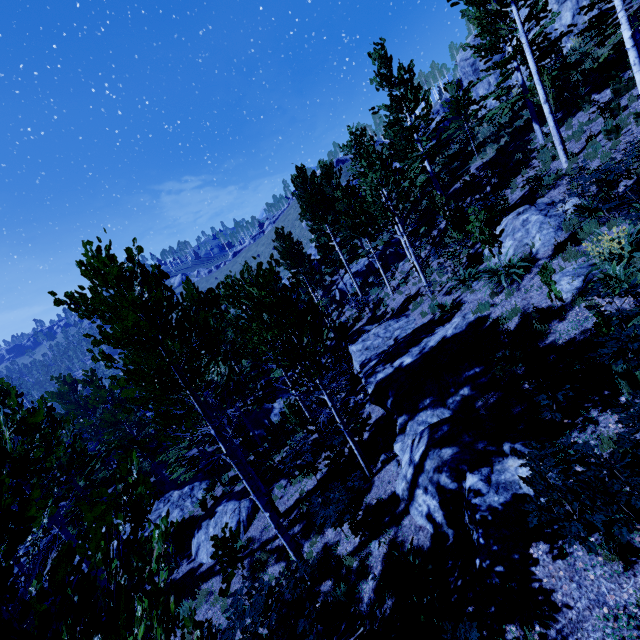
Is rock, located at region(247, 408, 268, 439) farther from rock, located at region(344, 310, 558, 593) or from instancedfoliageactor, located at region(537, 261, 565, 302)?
rock, located at region(344, 310, 558, 593)

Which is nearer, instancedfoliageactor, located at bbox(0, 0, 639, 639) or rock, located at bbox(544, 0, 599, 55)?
instancedfoliageactor, located at bbox(0, 0, 639, 639)

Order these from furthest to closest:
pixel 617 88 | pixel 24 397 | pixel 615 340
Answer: pixel 24 397, pixel 617 88, pixel 615 340

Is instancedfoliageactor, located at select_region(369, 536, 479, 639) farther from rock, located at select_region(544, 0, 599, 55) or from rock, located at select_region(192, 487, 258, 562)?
rock, located at select_region(544, 0, 599, 55)

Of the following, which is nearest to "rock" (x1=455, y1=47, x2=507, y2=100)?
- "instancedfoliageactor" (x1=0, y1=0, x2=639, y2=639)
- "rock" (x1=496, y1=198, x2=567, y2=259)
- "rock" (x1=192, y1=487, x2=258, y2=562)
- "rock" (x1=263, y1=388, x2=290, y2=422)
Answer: "instancedfoliageactor" (x1=0, y1=0, x2=639, y2=639)

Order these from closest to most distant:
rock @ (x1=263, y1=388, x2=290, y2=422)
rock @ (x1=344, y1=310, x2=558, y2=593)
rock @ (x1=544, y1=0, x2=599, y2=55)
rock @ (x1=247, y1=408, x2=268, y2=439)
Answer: rock @ (x1=344, y1=310, x2=558, y2=593) < rock @ (x1=544, y1=0, x2=599, y2=55) < rock @ (x1=247, y1=408, x2=268, y2=439) < rock @ (x1=263, y1=388, x2=290, y2=422)

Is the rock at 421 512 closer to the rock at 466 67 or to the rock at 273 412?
the rock at 273 412

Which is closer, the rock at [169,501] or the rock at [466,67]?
the rock at [169,501]
